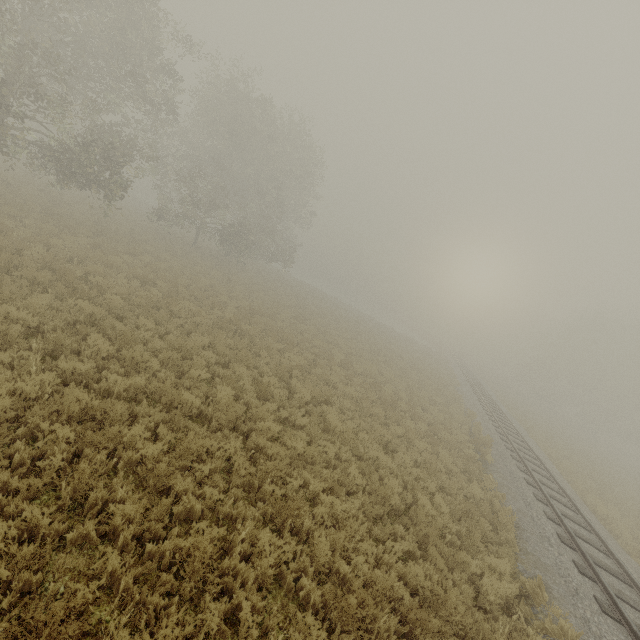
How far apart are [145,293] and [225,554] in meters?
10.9
